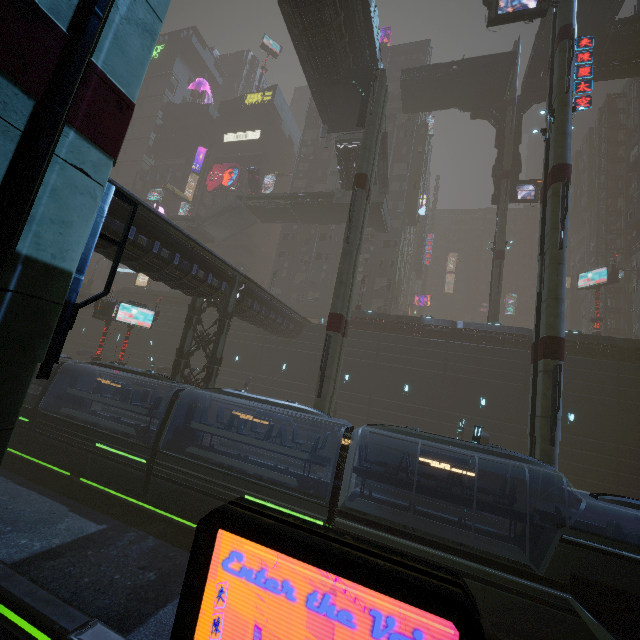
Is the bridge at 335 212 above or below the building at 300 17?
below

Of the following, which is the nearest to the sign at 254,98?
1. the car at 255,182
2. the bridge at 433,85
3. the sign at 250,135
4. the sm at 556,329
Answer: the sign at 250,135

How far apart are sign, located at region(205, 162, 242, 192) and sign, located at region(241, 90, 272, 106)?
13.5m

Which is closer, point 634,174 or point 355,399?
point 355,399

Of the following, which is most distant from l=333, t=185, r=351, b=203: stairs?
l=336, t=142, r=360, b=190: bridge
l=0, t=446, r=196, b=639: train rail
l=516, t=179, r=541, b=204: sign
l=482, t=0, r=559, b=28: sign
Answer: l=0, t=446, r=196, b=639: train rail

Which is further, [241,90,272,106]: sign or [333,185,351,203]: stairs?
[241,90,272,106]: sign

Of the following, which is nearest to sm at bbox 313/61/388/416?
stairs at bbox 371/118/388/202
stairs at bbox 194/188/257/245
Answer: stairs at bbox 194/188/257/245

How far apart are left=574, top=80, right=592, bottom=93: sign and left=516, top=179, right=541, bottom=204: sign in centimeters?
1584cm
